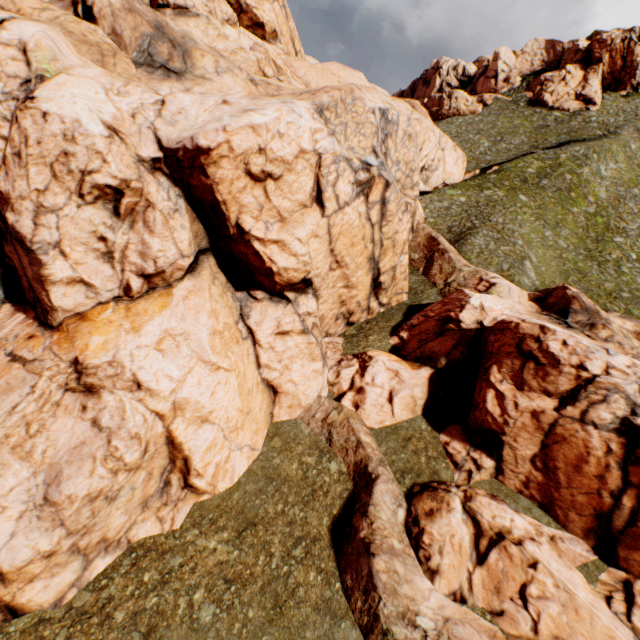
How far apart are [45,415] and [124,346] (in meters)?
3.93
